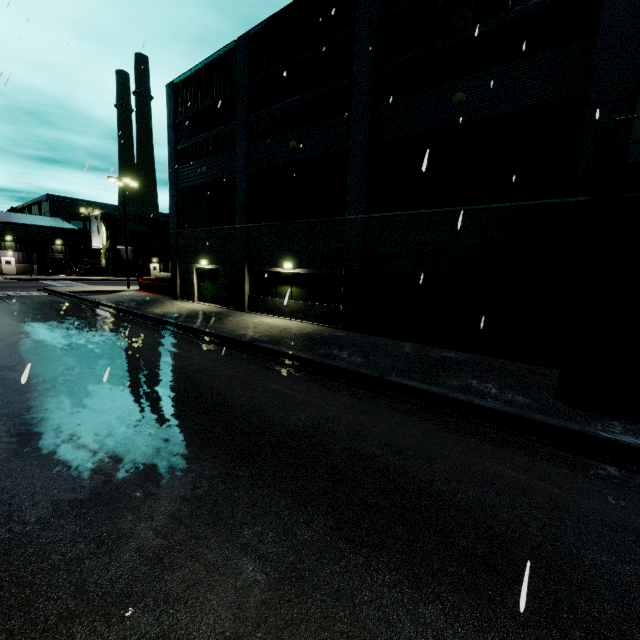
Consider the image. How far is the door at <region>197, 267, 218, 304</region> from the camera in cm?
2169

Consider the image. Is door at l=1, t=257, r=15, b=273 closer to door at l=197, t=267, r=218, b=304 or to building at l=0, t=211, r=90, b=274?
building at l=0, t=211, r=90, b=274

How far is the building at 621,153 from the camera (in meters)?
8.70

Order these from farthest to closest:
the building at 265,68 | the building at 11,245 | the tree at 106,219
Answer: the tree at 106,219, the building at 11,245, the building at 265,68

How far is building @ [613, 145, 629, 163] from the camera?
8.7 meters

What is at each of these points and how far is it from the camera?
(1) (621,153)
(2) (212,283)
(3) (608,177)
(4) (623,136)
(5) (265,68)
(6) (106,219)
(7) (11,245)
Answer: (1) building, 8.70m
(2) door, 21.98m
(3) balcony, 6.81m
(4) building, 8.63m
(5) building, 16.80m
(6) tree, 49.03m
(7) building, 48.19m

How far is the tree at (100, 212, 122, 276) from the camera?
49.2m

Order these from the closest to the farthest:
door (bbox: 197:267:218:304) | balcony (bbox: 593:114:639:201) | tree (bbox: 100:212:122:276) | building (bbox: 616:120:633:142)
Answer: balcony (bbox: 593:114:639:201)
building (bbox: 616:120:633:142)
door (bbox: 197:267:218:304)
tree (bbox: 100:212:122:276)
